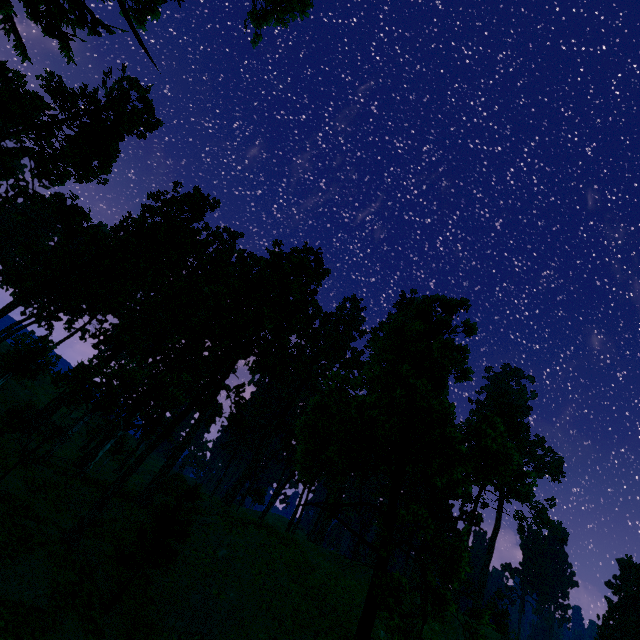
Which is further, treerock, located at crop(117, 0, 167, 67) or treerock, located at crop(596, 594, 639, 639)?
treerock, located at crop(596, 594, 639, 639)

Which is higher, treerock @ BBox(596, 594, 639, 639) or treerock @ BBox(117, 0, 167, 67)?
treerock @ BBox(596, 594, 639, 639)

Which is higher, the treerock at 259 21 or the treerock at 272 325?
the treerock at 259 21

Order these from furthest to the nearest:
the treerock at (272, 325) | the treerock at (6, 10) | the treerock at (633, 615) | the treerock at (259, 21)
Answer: the treerock at (633, 615) → the treerock at (259, 21) → the treerock at (6, 10) → the treerock at (272, 325)

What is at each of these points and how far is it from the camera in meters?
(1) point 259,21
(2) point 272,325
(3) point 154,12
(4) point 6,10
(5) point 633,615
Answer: (1) treerock, 24.1
(2) treerock, 20.5
(3) treerock, 19.7
(4) treerock, 15.9
(5) treerock, 58.4

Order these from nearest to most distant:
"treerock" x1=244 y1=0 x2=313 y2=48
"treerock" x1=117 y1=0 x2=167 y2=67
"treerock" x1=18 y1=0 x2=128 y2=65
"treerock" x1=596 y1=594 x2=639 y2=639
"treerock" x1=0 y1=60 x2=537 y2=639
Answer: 1. "treerock" x1=0 y1=60 x2=537 y2=639
2. "treerock" x1=117 y1=0 x2=167 y2=67
3. "treerock" x1=18 y1=0 x2=128 y2=65
4. "treerock" x1=244 y1=0 x2=313 y2=48
5. "treerock" x1=596 y1=594 x2=639 y2=639
